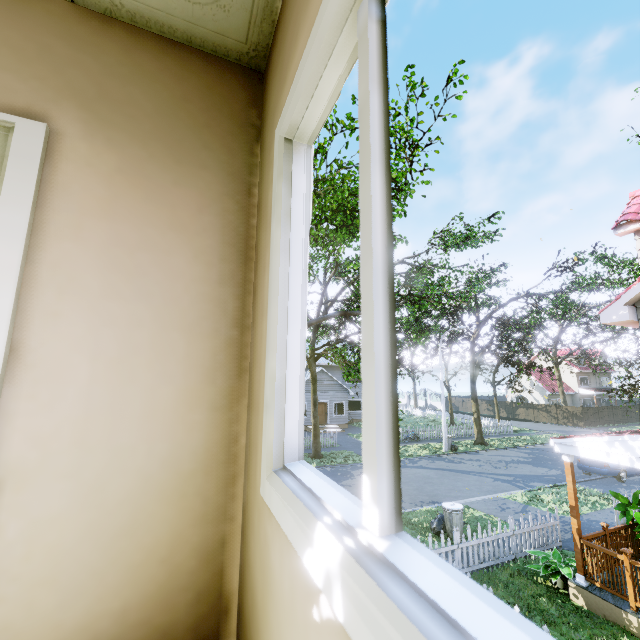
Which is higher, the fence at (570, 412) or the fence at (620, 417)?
the fence at (620, 417)

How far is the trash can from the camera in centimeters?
1012cm

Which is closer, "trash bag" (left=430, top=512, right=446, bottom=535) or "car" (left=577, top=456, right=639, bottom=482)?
"trash bag" (left=430, top=512, right=446, bottom=535)

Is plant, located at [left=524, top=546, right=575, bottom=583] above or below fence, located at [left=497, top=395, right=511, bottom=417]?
below

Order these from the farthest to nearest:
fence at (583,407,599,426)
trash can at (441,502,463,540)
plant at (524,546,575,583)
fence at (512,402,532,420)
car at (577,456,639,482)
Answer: fence at (512,402,532,420) → fence at (583,407,599,426) → car at (577,456,639,482) → trash can at (441,502,463,540) → plant at (524,546,575,583)

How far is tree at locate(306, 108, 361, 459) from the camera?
8.5m

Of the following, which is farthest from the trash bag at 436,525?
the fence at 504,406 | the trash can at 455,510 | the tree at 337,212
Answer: the tree at 337,212

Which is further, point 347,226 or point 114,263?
point 347,226
